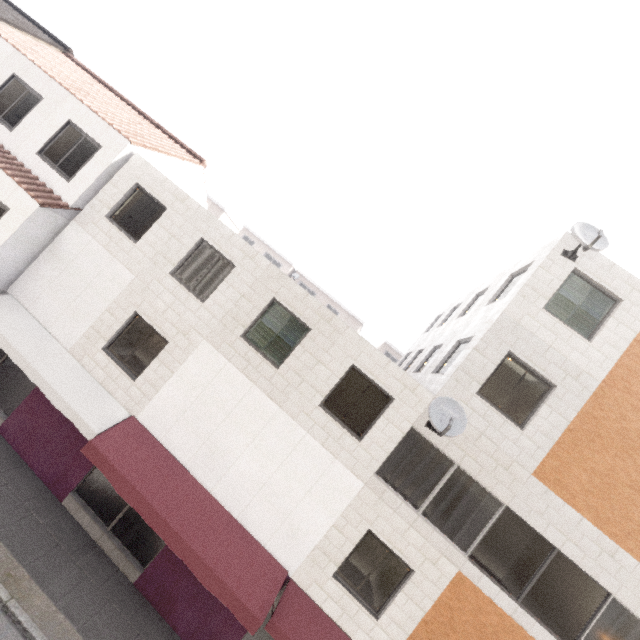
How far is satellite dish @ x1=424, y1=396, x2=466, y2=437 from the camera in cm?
783

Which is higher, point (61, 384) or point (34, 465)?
point (61, 384)

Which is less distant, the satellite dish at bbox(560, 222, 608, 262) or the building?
the satellite dish at bbox(560, 222, 608, 262)

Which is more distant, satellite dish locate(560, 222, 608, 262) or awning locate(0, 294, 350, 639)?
satellite dish locate(560, 222, 608, 262)

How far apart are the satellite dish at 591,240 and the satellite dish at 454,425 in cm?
517

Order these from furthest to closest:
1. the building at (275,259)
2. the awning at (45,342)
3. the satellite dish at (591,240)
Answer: the building at (275,259), the satellite dish at (591,240), the awning at (45,342)

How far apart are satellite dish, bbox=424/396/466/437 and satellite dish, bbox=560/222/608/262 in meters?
5.2

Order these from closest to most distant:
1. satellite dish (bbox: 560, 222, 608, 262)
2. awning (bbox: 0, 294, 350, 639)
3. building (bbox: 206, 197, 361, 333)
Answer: awning (bbox: 0, 294, 350, 639), satellite dish (bbox: 560, 222, 608, 262), building (bbox: 206, 197, 361, 333)
